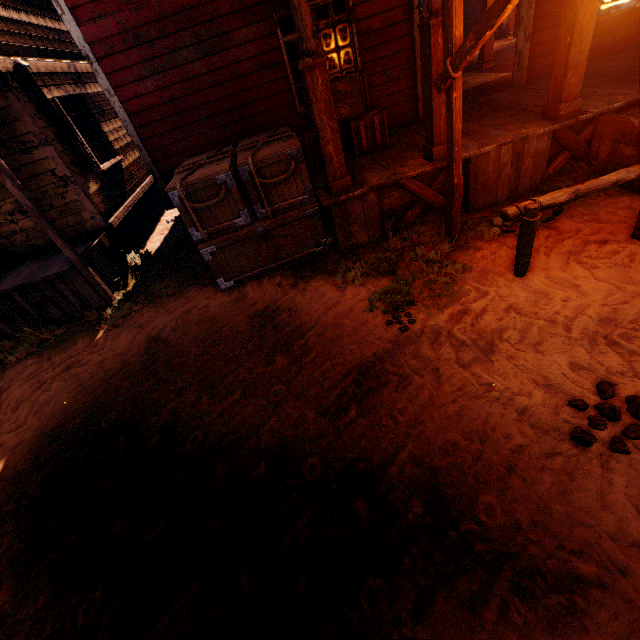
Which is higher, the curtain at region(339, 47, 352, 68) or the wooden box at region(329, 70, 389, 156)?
the curtain at region(339, 47, 352, 68)

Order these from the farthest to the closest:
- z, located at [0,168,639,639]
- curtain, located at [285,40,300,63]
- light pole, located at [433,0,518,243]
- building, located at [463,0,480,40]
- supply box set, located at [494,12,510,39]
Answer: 1. building, located at [463,0,480,40]
2. supply box set, located at [494,12,510,39]
3. curtain, located at [285,40,300,63]
4. light pole, located at [433,0,518,243]
5. z, located at [0,168,639,639]

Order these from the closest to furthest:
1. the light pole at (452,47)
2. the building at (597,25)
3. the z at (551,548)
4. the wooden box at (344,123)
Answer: the z at (551,548) < the light pole at (452,47) < the building at (597,25) < the wooden box at (344,123)

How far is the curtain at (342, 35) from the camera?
6.0 meters

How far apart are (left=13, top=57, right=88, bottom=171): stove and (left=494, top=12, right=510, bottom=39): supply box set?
16.74m

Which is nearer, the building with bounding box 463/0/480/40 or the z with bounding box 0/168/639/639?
the z with bounding box 0/168/639/639

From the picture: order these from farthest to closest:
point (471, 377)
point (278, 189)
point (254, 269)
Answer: point (254, 269)
point (278, 189)
point (471, 377)

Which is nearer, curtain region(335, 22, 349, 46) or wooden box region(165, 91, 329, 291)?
wooden box region(165, 91, 329, 291)
